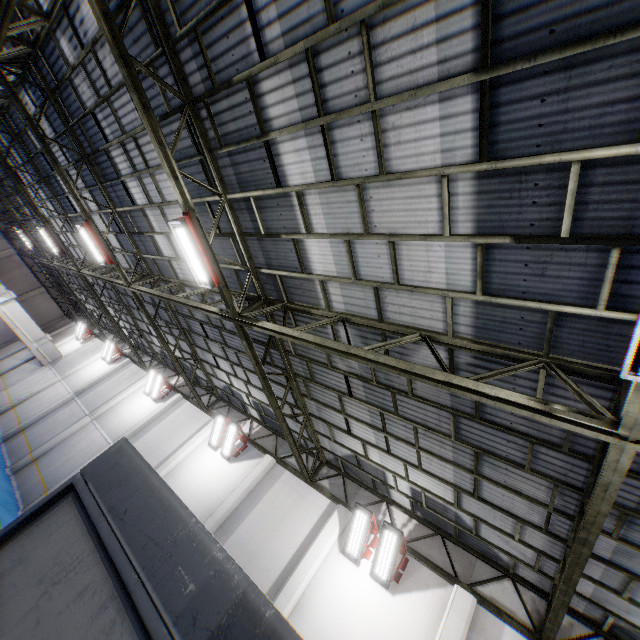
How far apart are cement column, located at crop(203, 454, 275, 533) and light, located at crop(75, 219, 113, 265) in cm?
983

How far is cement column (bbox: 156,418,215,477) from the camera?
14.3 meters

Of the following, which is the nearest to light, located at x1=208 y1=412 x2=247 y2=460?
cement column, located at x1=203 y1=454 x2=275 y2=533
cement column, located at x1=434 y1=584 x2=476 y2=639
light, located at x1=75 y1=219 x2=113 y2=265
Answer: cement column, located at x1=203 y1=454 x2=275 y2=533

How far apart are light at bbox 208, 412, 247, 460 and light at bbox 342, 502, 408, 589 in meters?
6.9

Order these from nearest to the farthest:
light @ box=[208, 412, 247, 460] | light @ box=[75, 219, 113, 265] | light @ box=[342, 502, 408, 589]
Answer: light @ box=[342, 502, 408, 589] < light @ box=[75, 219, 113, 265] < light @ box=[208, 412, 247, 460]

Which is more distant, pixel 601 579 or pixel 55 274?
pixel 55 274

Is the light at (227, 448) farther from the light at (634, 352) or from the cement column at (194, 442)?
the light at (634, 352)

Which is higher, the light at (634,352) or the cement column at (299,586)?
the light at (634,352)
